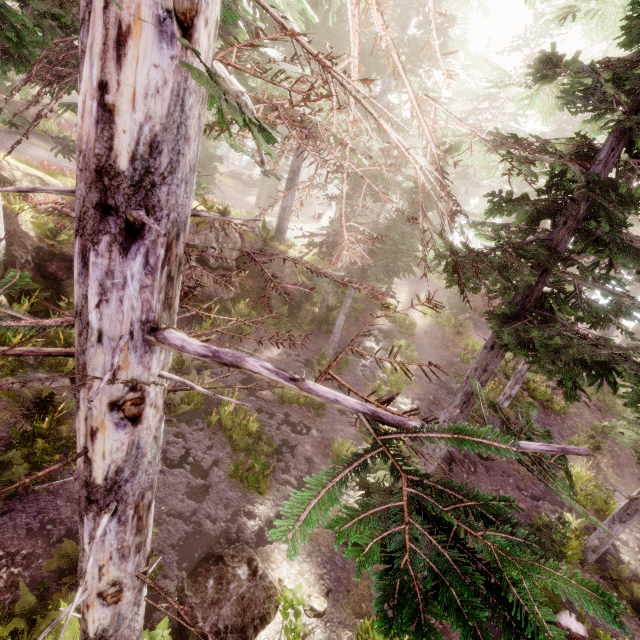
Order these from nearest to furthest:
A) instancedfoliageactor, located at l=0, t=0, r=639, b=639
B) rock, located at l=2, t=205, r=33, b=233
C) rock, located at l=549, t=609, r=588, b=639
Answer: instancedfoliageactor, located at l=0, t=0, r=639, b=639, rock, located at l=549, t=609, r=588, b=639, rock, located at l=2, t=205, r=33, b=233

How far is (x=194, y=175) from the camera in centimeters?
215cm

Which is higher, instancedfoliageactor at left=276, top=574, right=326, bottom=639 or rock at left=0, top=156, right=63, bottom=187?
rock at left=0, top=156, right=63, bottom=187

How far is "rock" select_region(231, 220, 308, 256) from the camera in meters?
19.2

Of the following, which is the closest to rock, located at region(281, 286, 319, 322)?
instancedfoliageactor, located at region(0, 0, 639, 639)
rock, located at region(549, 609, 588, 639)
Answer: instancedfoliageactor, located at region(0, 0, 639, 639)

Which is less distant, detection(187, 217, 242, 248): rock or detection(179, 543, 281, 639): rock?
detection(179, 543, 281, 639): rock

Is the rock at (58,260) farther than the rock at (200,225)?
No
